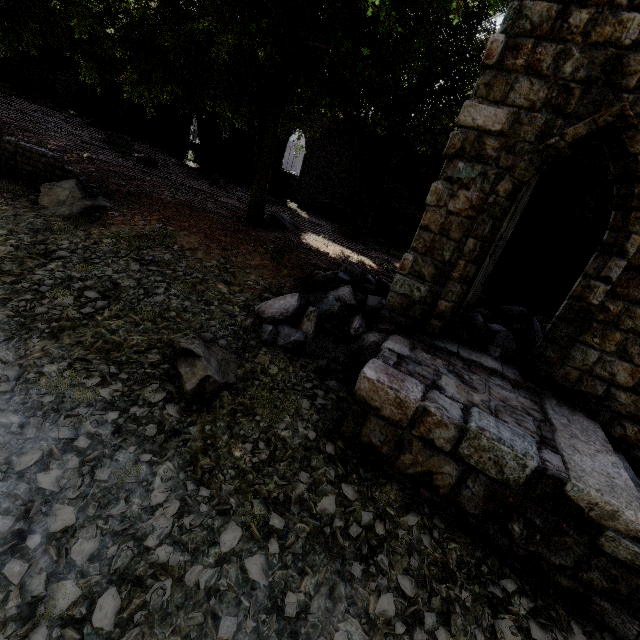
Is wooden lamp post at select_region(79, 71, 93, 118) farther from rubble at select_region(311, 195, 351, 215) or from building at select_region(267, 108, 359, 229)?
rubble at select_region(311, 195, 351, 215)

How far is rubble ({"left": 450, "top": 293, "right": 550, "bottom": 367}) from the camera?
6.4m

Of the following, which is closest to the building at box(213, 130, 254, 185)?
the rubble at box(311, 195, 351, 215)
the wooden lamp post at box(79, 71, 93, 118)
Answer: the rubble at box(311, 195, 351, 215)

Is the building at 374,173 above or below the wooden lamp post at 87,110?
above

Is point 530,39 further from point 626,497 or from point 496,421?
point 626,497

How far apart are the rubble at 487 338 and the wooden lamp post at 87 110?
33.49m

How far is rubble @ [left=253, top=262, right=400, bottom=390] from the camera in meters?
5.9

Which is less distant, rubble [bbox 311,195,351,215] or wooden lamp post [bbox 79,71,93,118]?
rubble [bbox 311,195,351,215]
